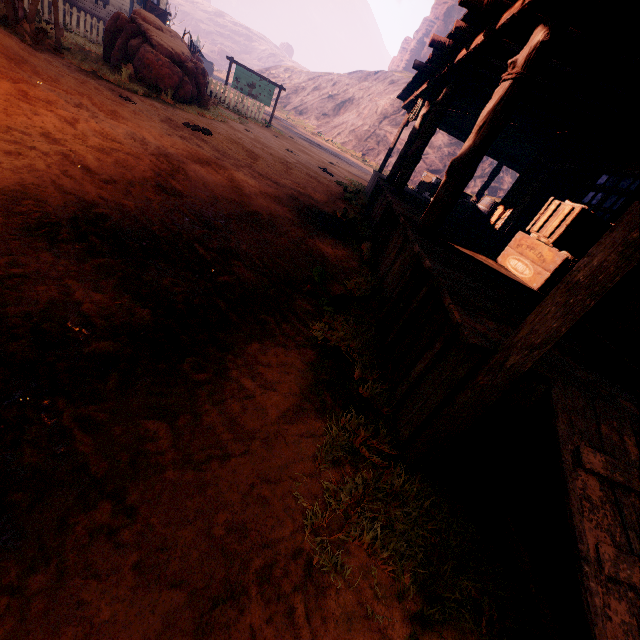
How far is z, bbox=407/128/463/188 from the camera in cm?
3881

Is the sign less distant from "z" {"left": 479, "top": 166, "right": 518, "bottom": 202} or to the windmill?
"z" {"left": 479, "top": 166, "right": 518, "bottom": 202}

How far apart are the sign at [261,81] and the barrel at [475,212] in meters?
13.8

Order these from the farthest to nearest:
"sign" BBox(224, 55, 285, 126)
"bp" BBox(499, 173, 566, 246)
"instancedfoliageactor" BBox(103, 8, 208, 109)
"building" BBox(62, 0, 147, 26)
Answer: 1. "building" BBox(62, 0, 147, 26)
2. "sign" BBox(224, 55, 285, 126)
3. "instancedfoliageactor" BBox(103, 8, 208, 109)
4. "bp" BBox(499, 173, 566, 246)

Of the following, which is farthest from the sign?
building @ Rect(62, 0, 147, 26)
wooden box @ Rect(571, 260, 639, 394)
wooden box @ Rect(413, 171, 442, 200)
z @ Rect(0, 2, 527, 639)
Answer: wooden box @ Rect(571, 260, 639, 394)

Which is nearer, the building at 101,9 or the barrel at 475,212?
the barrel at 475,212

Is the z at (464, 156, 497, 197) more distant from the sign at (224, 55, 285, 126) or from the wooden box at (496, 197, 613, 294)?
the wooden box at (496, 197, 613, 294)

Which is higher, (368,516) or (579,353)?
(579,353)
